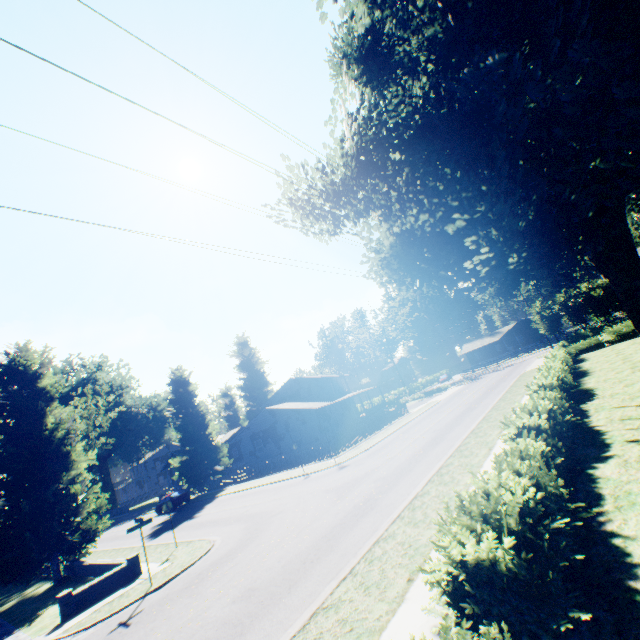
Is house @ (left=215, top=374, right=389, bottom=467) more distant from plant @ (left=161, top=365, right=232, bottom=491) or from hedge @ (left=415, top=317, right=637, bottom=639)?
hedge @ (left=415, top=317, right=637, bottom=639)

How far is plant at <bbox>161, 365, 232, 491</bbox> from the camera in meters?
37.6

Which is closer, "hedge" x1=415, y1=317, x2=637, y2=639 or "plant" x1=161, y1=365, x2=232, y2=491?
"hedge" x1=415, y1=317, x2=637, y2=639

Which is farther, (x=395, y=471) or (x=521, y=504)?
(x=395, y=471)

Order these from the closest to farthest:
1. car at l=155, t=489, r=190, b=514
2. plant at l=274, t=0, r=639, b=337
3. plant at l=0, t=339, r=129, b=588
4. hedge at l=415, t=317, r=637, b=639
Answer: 1. hedge at l=415, t=317, r=637, b=639
2. plant at l=274, t=0, r=639, b=337
3. plant at l=0, t=339, r=129, b=588
4. car at l=155, t=489, r=190, b=514

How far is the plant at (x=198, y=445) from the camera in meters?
37.6 m

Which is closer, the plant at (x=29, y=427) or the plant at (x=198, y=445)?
the plant at (x=29, y=427)

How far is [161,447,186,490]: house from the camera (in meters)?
53.68
